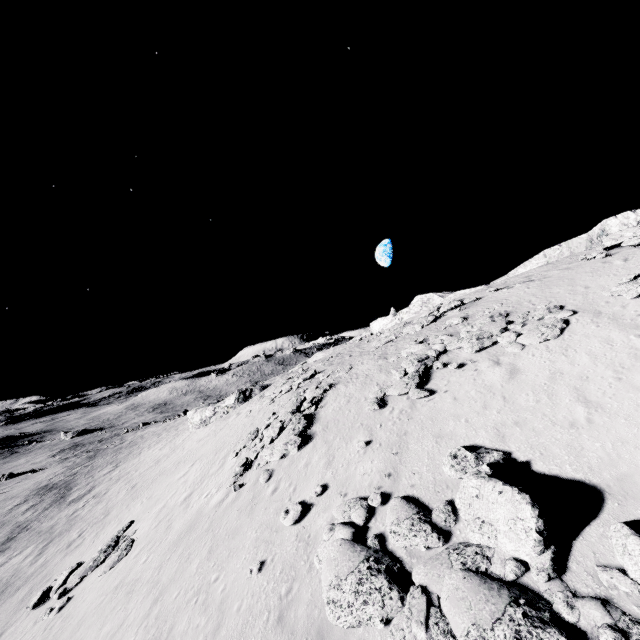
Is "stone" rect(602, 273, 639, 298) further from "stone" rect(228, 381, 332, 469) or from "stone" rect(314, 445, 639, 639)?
"stone" rect(228, 381, 332, 469)

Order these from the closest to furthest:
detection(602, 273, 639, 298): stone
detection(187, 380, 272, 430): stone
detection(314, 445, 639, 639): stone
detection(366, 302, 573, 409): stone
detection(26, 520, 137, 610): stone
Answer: detection(314, 445, 639, 639): stone, detection(602, 273, 639, 298): stone, detection(366, 302, 573, 409): stone, detection(26, 520, 137, 610): stone, detection(187, 380, 272, 430): stone

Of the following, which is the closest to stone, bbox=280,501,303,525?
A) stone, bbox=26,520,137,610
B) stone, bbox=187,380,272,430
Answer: stone, bbox=26,520,137,610

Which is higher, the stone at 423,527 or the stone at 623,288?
the stone at 623,288

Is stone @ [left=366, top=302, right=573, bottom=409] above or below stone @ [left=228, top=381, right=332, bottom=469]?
above

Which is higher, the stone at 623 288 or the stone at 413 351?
the stone at 623 288

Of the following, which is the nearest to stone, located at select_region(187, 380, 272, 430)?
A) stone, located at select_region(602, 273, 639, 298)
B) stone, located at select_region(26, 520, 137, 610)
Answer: stone, located at select_region(26, 520, 137, 610)

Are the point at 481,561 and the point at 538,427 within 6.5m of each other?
yes
